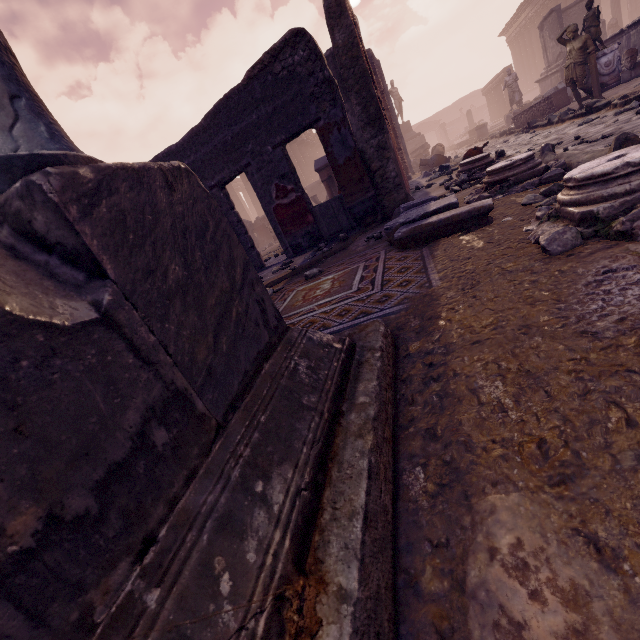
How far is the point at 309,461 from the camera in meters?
0.8 m

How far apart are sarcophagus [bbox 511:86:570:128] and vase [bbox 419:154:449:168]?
2.98m

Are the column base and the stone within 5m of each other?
no

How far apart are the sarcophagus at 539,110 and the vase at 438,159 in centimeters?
298cm

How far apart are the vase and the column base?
4.2 meters

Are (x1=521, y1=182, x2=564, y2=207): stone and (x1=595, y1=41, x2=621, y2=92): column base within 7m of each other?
no

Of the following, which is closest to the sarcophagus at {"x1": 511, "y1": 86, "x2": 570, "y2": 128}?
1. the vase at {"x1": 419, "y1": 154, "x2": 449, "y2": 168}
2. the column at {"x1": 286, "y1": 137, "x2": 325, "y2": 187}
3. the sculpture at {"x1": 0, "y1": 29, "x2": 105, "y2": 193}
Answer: the vase at {"x1": 419, "y1": 154, "x2": 449, "y2": 168}

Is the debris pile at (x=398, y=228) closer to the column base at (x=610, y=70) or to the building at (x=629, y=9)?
the column base at (x=610, y=70)
